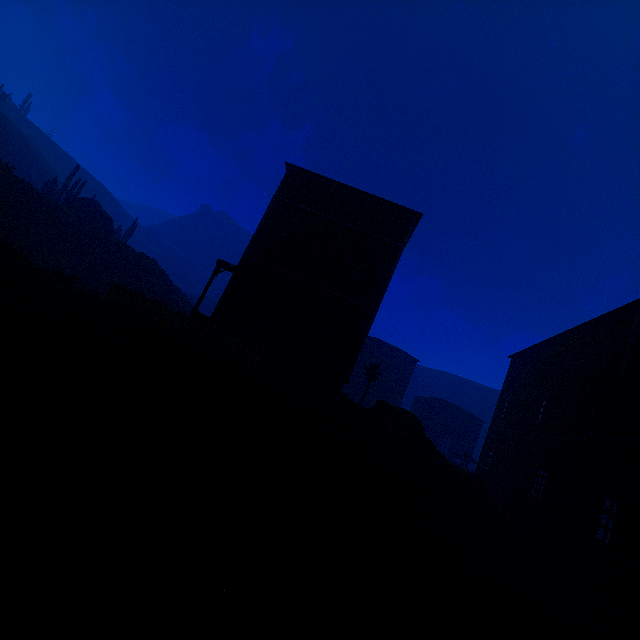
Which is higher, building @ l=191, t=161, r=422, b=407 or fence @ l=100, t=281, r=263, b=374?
building @ l=191, t=161, r=422, b=407

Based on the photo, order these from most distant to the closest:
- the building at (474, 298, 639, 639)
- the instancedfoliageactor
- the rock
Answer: the instancedfoliageactor < the rock < the building at (474, 298, 639, 639)

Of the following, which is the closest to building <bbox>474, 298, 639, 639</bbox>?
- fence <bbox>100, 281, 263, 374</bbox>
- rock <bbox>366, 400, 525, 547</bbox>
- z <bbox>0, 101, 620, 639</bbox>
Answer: z <bbox>0, 101, 620, 639</bbox>

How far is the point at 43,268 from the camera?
13.7 meters

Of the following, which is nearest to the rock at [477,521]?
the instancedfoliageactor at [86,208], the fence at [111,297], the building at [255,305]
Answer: the building at [255,305]

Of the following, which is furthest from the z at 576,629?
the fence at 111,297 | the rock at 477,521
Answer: the fence at 111,297

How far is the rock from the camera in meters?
12.1 m

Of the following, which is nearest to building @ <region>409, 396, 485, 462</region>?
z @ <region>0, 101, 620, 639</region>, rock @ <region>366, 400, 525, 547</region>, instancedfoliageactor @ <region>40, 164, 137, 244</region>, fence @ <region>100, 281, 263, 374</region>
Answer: z @ <region>0, 101, 620, 639</region>
